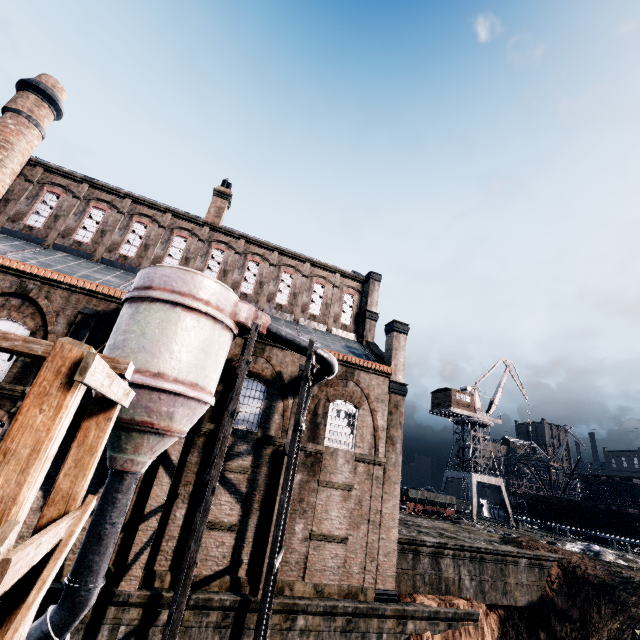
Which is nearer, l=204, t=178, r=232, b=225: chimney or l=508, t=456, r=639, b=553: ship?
l=204, t=178, r=232, b=225: chimney

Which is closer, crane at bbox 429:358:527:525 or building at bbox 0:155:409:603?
building at bbox 0:155:409:603

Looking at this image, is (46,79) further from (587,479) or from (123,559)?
(587,479)

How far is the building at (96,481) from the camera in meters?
13.1 m

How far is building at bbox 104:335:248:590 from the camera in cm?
1376

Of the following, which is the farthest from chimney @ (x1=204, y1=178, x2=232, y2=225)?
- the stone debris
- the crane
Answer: the crane

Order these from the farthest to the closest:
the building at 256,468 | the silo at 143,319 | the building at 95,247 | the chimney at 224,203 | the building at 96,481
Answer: the chimney at 224,203 → the building at 95,247 → the building at 256,468 → the building at 96,481 → the silo at 143,319

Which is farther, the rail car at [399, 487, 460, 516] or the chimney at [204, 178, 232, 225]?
the rail car at [399, 487, 460, 516]
